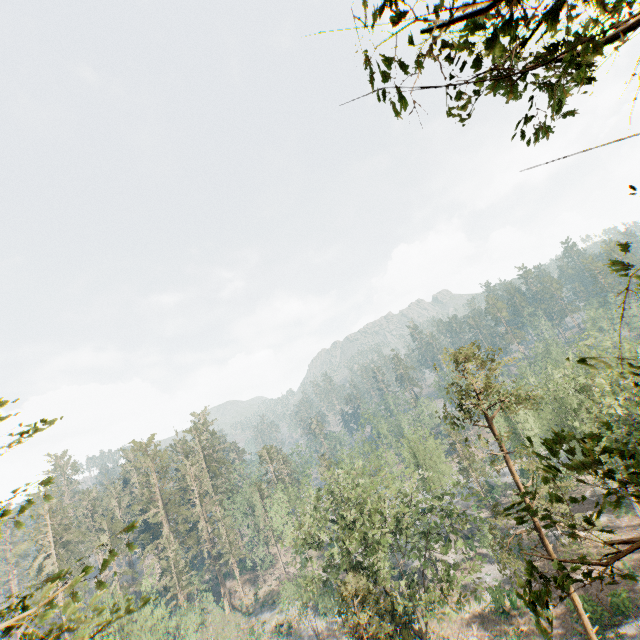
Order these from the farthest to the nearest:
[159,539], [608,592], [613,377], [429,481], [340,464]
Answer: [159,539] → [340,464] → [613,377] → [608,592] → [429,481]

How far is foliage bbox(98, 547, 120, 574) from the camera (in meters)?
5.71

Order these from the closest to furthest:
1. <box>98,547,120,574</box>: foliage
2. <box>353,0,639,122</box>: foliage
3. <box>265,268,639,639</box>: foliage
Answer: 1. <box>353,0,639,122</box>: foliage
2. <box>265,268,639,639</box>: foliage
3. <box>98,547,120,574</box>: foliage

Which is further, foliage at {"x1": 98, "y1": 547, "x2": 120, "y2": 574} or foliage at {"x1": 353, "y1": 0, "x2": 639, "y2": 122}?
foliage at {"x1": 98, "y1": 547, "x2": 120, "y2": 574}

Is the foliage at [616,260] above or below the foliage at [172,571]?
above

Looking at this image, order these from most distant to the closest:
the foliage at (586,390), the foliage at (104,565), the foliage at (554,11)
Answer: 1. the foliage at (104,565)
2. the foliage at (586,390)
3. the foliage at (554,11)
